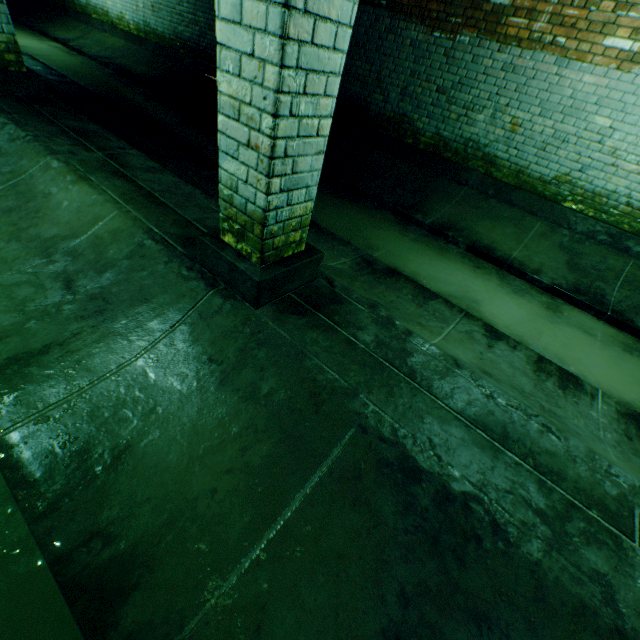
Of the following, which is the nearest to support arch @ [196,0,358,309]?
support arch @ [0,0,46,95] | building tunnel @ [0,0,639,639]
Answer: building tunnel @ [0,0,639,639]

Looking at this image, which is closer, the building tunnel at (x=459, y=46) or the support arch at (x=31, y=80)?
the building tunnel at (x=459, y=46)

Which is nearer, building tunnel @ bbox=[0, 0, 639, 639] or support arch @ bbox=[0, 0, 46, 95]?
building tunnel @ bbox=[0, 0, 639, 639]

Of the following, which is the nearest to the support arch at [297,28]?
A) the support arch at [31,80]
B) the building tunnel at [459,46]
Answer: the building tunnel at [459,46]

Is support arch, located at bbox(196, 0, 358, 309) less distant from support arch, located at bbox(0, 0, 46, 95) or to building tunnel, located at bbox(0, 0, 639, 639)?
building tunnel, located at bbox(0, 0, 639, 639)

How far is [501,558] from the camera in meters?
1.3 m
